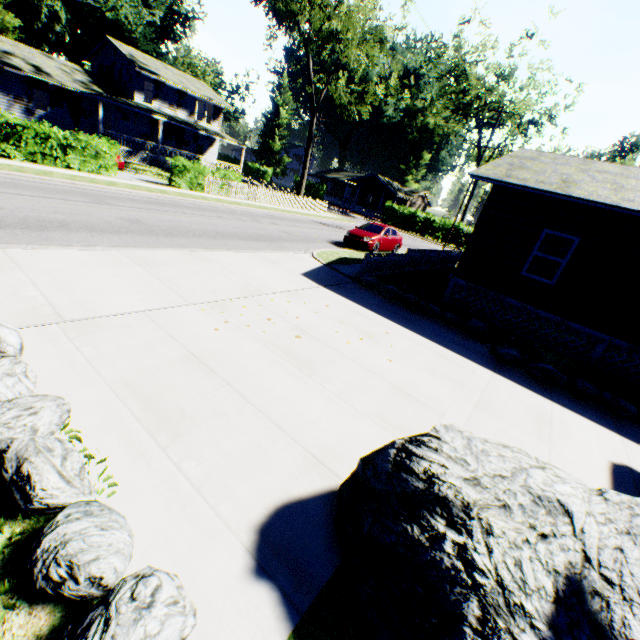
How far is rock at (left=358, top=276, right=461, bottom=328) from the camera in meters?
10.0 m

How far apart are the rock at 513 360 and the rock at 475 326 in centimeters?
82cm

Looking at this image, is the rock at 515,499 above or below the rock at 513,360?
above

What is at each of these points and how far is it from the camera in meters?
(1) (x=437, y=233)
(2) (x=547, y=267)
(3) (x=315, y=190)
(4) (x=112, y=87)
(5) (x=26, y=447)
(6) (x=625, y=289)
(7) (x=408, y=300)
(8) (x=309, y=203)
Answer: (1) hedge, 43.4
(2) door, 18.8
(3) hedge, 54.3
(4) house, 32.1
(5) rock, 2.6
(6) house, 9.6
(7) rock, 10.6
(8) fence, 31.8

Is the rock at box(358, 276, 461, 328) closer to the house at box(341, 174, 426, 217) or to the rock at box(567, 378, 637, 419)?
the rock at box(567, 378, 637, 419)

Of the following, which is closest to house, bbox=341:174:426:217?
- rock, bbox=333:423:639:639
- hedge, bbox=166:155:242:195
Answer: hedge, bbox=166:155:242:195

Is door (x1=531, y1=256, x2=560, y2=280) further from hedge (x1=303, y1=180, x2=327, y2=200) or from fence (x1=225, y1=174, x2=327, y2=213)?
hedge (x1=303, y1=180, x2=327, y2=200)

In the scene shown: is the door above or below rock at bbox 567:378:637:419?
above
